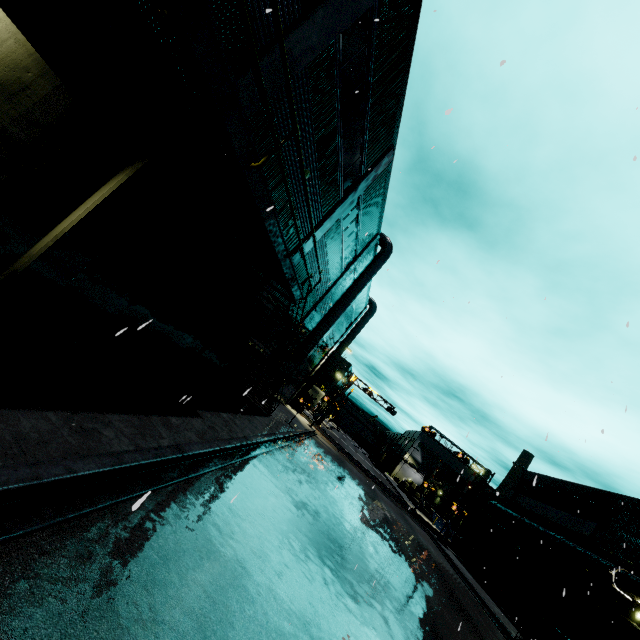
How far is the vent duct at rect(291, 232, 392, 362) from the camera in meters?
23.3

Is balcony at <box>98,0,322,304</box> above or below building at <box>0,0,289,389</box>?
above

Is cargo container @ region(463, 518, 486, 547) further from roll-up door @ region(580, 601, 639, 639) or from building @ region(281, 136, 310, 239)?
roll-up door @ region(580, 601, 639, 639)

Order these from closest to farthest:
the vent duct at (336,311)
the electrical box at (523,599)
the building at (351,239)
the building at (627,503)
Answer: the building at (351,239) < the building at (627,503) < the electrical box at (523,599) < the vent duct at (336,311)

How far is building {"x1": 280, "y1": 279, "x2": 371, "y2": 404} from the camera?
30.2 meters

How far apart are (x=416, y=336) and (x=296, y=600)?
9.8 meters

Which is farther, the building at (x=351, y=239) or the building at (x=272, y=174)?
the building at (x=272, y=174)

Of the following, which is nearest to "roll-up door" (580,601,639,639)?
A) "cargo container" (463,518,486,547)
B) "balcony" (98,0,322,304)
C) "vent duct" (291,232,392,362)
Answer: "vent duct" (291,232,392,362)
